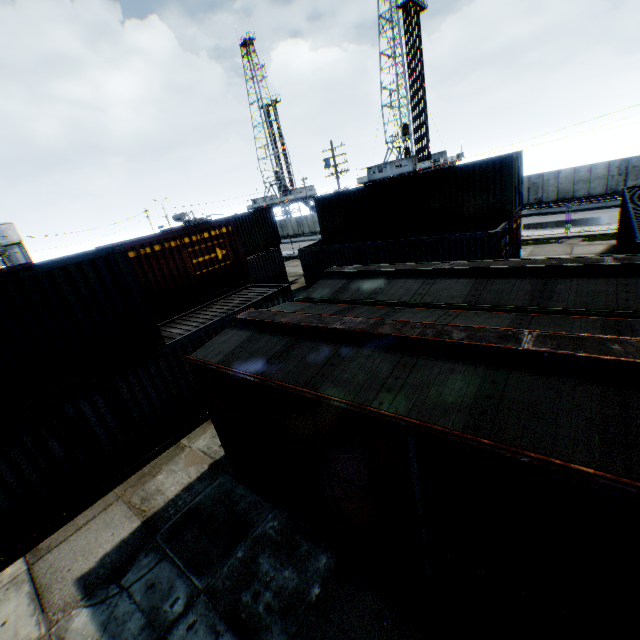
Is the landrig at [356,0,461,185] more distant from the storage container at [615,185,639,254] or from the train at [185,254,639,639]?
the train at [185,254,639,639]

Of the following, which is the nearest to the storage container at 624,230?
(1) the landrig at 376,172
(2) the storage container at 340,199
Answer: (2) the storage container at 340,199

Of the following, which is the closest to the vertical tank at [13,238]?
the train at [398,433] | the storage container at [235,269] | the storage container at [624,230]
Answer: the storage container at [235,269]

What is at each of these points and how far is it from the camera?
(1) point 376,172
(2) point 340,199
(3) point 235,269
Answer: (1) landrig, 45.6m
(2) storage container, 21.3m
(3) storage container, 14.2m

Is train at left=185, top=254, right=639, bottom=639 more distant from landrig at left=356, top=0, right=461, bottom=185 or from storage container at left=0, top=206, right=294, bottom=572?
landrig at left=356, top=0, right=461, bottom=185

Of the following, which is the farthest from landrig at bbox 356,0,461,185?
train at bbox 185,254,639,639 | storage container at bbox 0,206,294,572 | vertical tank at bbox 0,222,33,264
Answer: vertical tank at bbox 0,222,33,264

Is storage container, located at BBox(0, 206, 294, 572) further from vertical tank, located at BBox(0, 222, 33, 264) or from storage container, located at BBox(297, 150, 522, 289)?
vertical tank, located at BBox(0, 222, 33, 264)

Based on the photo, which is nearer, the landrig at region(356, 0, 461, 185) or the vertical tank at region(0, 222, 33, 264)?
the landrig at region(356, 0, 461, 185)
